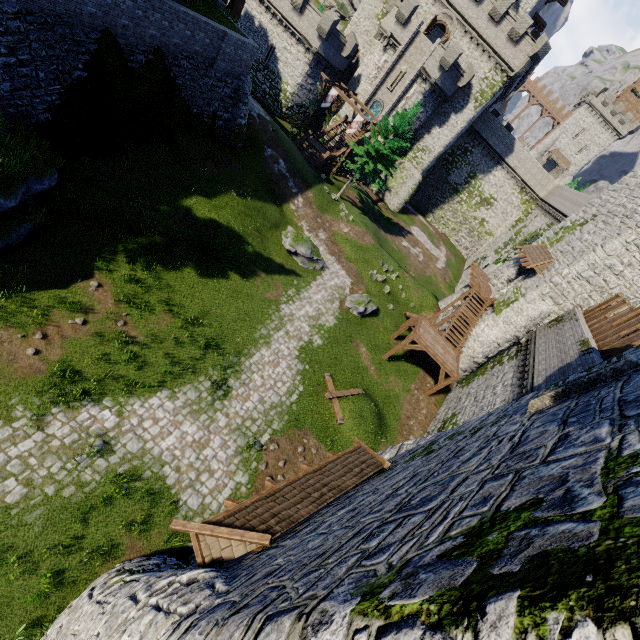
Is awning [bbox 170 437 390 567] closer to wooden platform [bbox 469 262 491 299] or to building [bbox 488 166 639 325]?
building [bbox 488 166 639 325]

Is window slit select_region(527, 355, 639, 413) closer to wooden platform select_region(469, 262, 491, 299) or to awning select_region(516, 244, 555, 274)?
awning select_region(516, 244, 555, 274)

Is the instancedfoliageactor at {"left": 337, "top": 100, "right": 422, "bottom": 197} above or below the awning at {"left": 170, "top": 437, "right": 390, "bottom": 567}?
above

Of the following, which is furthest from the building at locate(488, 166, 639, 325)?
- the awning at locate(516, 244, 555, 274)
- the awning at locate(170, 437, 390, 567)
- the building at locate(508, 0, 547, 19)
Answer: the building at locate(508, 0, 547, 19)

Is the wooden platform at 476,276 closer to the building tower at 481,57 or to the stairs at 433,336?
the stairs at 433,336

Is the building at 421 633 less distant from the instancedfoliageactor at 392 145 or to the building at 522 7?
the instancedfoliageactor at 392 145

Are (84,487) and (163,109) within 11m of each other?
no

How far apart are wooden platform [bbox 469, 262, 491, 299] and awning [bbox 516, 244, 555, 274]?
3.1m
